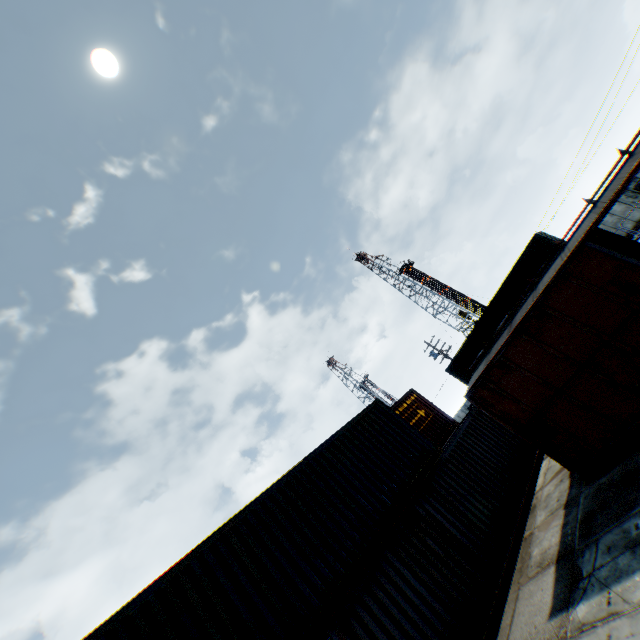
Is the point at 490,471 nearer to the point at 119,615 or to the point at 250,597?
the point at 250,597

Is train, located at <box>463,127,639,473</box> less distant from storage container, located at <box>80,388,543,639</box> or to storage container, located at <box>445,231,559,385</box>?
storage container, located at <box>80,388,543,639</box>

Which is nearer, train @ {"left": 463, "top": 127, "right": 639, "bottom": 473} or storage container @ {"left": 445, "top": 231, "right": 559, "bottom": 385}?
train @ {"left": 463, "top": 127, "right": 639, "bottom": 473}

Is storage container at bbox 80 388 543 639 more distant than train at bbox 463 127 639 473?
No

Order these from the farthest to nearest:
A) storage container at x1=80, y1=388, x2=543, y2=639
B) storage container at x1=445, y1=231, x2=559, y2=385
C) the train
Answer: storage container at x1=445, y1=231, x2=559, y2=385 < the train < storage container at x1=80, y1=388, x2=543, y2=639

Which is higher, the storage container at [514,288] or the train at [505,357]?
the storage container at [514,288]

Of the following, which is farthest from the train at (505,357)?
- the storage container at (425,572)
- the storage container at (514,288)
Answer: the storage container at (514,288)

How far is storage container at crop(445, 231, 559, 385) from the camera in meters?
20.8
